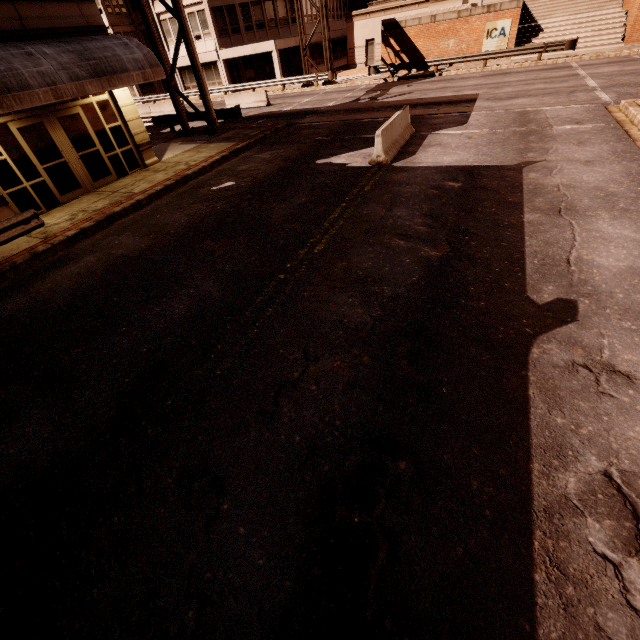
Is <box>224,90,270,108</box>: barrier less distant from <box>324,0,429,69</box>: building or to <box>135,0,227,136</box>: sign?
<box>135,0,227,136</box>: sign

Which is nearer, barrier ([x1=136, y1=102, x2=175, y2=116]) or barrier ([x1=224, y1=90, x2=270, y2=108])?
barrier ([x1=224, y1=90, x2=270, y2=108])

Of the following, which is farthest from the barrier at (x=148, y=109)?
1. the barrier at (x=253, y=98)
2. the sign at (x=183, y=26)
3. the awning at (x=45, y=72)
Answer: the awning at (x=45, y=72)

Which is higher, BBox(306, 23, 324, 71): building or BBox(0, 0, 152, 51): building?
BBox(0, 0, 152, 51): building

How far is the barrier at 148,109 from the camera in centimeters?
2857cm

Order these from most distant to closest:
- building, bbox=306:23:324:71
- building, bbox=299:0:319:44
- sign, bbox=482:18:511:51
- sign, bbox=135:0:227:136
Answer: building, bbox=306:23:324:71 → building, bbox=299:0:319:44 → sign, bbox=482:18:511:51 → sign, bbox=135:0:227:136

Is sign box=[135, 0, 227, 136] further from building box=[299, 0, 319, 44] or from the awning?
building box=[299, 0, 319, 44]

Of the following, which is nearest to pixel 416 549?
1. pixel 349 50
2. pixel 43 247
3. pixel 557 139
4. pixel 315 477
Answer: pixel 315 477
